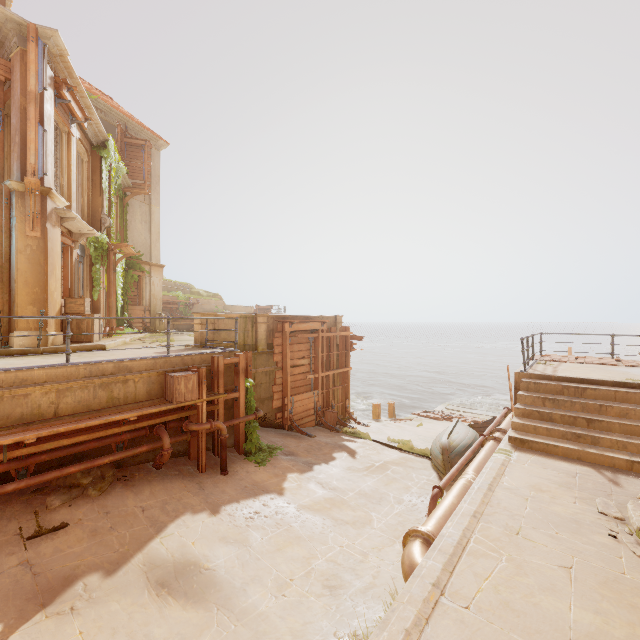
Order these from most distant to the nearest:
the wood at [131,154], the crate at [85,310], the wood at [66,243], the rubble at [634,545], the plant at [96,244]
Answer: the wood at [131,154]
the plant at [96,244]
the wood at [66,243]
the crate at [85,310]
the rubble at [634,545]

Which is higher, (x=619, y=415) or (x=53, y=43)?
(x=53, y=43)

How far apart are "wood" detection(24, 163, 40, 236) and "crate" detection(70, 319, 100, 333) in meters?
2.2 m

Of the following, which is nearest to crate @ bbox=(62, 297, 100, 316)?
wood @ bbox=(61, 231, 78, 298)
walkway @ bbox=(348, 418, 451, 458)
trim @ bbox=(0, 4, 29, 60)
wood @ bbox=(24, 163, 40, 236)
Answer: wood @ bbox=(61, 231, 78, 298)

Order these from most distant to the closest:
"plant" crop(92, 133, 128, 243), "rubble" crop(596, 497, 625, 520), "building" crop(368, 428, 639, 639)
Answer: "plant" crop(92, 133, 128, 243) → "rubble" crop(596, 497, 625, 520) → "building" crop(368, 428, 639, 639)

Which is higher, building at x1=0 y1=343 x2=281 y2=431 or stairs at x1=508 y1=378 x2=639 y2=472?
building at x1=0 y1=343 x2=281 y2=431

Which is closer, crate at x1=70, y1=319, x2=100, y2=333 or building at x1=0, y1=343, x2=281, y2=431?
building at x1=0, y1=343, x2=281, y2=431

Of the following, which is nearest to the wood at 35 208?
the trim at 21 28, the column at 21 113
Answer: the column at 21 113
